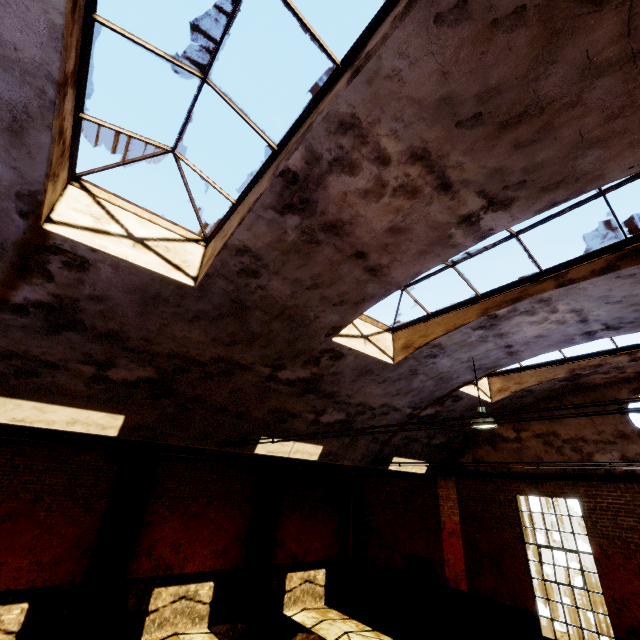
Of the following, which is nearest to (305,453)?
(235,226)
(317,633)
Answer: (235,226)

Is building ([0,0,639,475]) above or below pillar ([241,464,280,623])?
above

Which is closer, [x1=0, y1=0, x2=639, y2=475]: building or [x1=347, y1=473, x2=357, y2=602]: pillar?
[x1=0, y1=0, x2=639, y2=475]: building

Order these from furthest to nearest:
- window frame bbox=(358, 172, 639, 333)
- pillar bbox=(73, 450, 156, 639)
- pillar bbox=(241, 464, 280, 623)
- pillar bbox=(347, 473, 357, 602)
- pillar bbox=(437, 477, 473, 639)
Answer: pillar bbox=(347, 473, 357, 602)
pillar bbox=(241, 464, 280, 623)
pillar bbox=(437, 477, 473, 639)
pillar bbox=(73, 450, 156, 639)
window frame bbox=(358, 172, 639, 333)

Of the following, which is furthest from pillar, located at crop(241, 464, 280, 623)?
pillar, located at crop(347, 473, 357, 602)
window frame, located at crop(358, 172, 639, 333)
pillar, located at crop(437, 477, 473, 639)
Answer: window frame, located at crop(358, 172, 639, 333)

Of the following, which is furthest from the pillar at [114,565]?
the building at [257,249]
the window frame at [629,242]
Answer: the window frame at [629,242]

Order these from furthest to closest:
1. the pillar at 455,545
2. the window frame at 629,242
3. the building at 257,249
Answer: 1. the pillar at 455,545
2. the window frame at 629,242
3. the building at 257,249

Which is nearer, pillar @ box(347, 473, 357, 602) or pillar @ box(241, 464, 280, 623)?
pillar @ box(241, 464, 280, 623)
